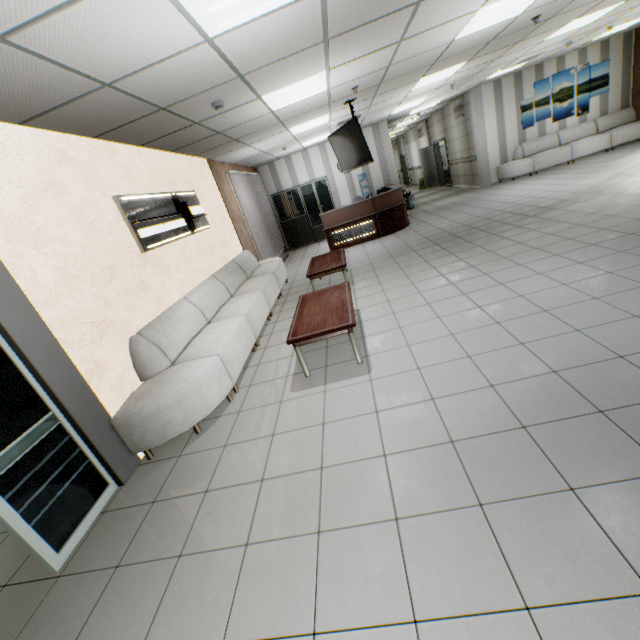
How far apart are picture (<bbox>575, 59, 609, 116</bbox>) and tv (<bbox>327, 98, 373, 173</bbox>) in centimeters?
809cm

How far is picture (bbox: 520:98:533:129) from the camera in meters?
11.0

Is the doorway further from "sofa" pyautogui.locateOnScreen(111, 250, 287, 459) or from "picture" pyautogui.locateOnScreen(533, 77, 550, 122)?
"picture" pyautogui.locateOnScreen(533, 77, 550, 122)

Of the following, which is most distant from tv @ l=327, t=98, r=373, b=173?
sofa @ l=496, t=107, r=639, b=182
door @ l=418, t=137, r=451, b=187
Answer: door @ l=418, t=137, r=451, b=187

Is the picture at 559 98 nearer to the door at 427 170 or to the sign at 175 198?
the door at 427 170

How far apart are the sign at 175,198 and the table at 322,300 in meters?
2.1 m

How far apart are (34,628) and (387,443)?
2.6 meters

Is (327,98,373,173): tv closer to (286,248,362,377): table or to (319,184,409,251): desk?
(319,184,409,251): desk
